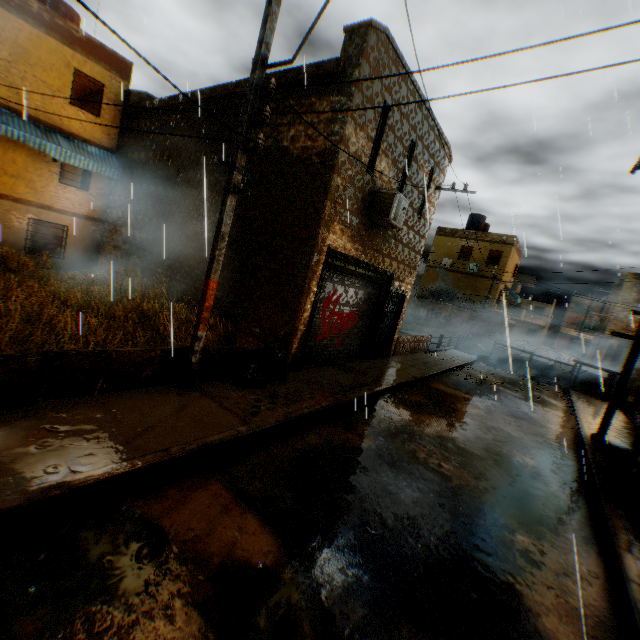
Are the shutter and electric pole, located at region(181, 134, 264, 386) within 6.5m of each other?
no

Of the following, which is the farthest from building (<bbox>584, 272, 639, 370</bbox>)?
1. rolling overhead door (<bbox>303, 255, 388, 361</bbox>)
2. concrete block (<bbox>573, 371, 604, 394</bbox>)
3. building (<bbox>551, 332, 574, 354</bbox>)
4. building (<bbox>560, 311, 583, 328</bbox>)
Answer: building (<bbox>551, 332, 574, 354</bbox>)

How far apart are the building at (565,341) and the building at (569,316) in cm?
150

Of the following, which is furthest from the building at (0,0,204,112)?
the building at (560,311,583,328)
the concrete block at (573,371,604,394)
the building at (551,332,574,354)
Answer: the building at (551,332,574,354)

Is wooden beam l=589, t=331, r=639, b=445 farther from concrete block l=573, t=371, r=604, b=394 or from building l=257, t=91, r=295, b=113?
concrete block l=573, t=371, r=604, b=394

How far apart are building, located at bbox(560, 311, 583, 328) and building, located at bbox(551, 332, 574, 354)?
1.5m

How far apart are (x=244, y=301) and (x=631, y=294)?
29.2m

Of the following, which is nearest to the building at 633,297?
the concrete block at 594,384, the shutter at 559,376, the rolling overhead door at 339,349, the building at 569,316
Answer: the rolling overhead door at 339,349
